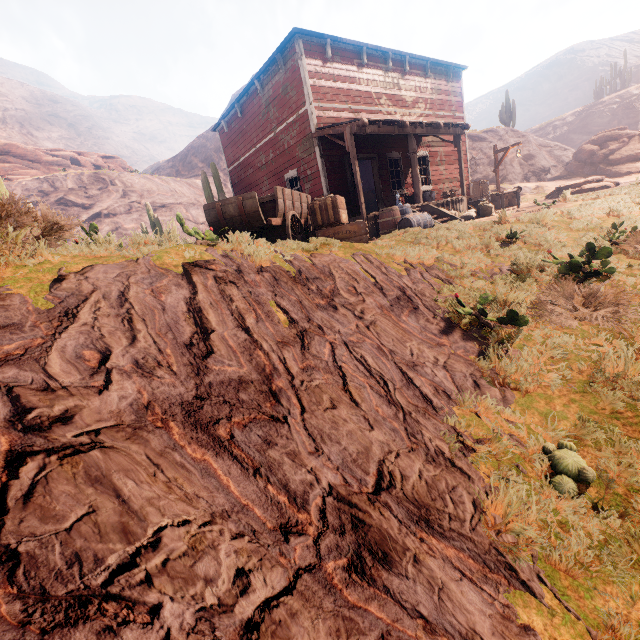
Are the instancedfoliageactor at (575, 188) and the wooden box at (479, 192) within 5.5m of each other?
yes

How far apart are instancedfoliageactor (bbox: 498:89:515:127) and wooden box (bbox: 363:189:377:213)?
24.9m

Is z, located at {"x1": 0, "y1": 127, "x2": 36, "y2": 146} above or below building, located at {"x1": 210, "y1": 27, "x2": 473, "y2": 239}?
above

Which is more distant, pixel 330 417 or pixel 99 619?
pixel 330 417

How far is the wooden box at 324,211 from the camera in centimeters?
664cm

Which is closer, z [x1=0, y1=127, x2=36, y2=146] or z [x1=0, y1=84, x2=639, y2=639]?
z [x1=0, y1=84, x2=639, y2=639]

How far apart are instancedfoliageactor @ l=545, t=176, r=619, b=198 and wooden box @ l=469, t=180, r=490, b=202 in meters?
3.3 m

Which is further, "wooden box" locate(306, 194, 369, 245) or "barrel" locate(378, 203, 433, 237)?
"barrel" locate(378, 203, 433, 237)
